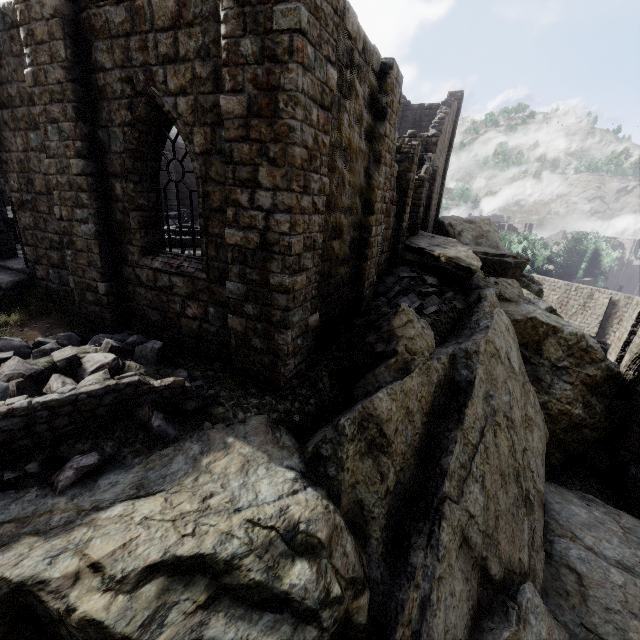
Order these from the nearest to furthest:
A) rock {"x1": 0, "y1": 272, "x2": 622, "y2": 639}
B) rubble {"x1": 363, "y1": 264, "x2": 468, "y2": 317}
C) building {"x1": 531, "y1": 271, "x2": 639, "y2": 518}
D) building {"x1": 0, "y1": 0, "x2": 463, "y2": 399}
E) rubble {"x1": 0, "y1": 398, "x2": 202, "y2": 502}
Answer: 1. rock {"x1": 0, "y1": 272, "x2": 622, "y2": 639}
2. rubble {"x1": 0, "y1": 398, "x2": 202, "y2": 502}
3. building {"x1": 0, "y1": 0, "x2": 463, "y2": 399}
4. rubble {"x1": 363, "y1": 264, "x2": 468, "y2": 317}
5. building {"x1": 531, "y1": 271, "x2": 639, "y2": 518}

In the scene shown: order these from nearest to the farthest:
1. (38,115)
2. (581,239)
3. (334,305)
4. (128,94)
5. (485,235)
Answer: (128,94) < (38,115) < (334,305) < (485,235) < (581,239)

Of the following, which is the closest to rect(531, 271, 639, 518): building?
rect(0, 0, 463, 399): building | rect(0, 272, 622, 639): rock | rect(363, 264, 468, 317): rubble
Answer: rect(0, 272, 622, 639): rock

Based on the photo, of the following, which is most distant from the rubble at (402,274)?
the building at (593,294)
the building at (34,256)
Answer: the building at (593,294)

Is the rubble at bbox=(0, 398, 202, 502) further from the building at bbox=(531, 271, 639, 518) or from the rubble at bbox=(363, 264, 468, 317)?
the building at bbox=(531, 271, 639, 518)

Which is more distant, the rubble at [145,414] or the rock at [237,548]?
the rubble at [145,414]

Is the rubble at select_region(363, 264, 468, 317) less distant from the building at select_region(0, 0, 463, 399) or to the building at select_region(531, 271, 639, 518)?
the building at select_region(0, 0, 463, 399)

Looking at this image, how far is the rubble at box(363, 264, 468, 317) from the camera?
11.9 meters
